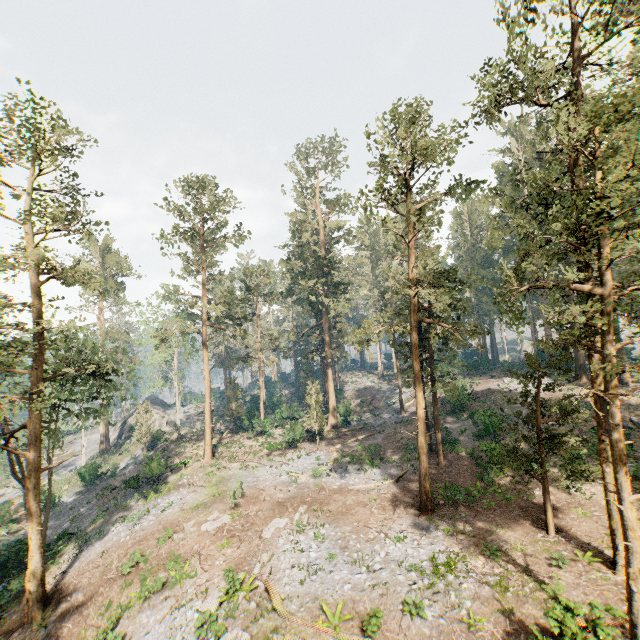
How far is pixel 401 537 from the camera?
17.75m

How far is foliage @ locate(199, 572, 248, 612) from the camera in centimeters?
1471cm

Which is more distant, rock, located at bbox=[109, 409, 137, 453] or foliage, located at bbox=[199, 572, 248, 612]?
rock, located at bbox=[109, 409, 137, 453]

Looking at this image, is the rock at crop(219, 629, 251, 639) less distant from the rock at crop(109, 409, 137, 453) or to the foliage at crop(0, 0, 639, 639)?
the foliage at crop(0, 0, 639, 639)

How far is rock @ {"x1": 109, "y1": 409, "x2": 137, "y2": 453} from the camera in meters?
49.8 m

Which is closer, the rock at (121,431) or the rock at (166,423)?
the rock at (121,431)

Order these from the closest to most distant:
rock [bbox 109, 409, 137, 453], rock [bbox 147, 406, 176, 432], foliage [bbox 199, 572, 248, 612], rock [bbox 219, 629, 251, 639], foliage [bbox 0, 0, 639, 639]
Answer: foliage [bbox 0, 0, 639, 639] < rock [bbox 219, 629, 251, 639] < foliage [bbox 199, 572, 248, 612] < rock [bbox 109, 409, 137, 453] < rock [bbox 147, 406, 176, 432]

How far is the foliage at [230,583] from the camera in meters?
14.7
